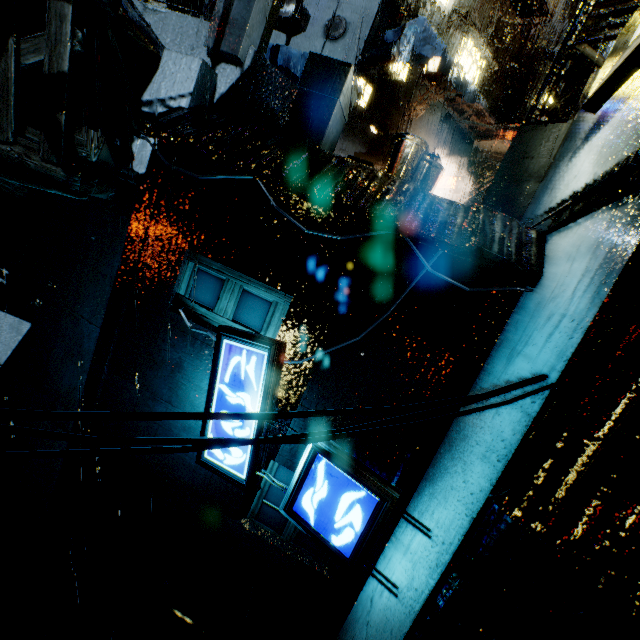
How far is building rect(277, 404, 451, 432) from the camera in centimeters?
507cm

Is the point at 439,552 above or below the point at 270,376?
below

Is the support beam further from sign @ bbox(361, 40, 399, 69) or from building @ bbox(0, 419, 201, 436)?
sign @ bbox(361, 40, 399, 69)

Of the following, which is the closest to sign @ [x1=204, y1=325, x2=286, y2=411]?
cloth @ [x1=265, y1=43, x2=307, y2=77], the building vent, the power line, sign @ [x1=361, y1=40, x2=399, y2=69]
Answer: the power line

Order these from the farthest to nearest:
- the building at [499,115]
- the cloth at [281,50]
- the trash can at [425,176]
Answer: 1. the cloth at [281,50]
2. the trash can at [425,176]
3. the building at [499,115]

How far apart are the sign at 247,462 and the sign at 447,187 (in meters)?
16.43

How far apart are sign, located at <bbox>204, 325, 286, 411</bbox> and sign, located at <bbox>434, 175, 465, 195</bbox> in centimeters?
1643cm
